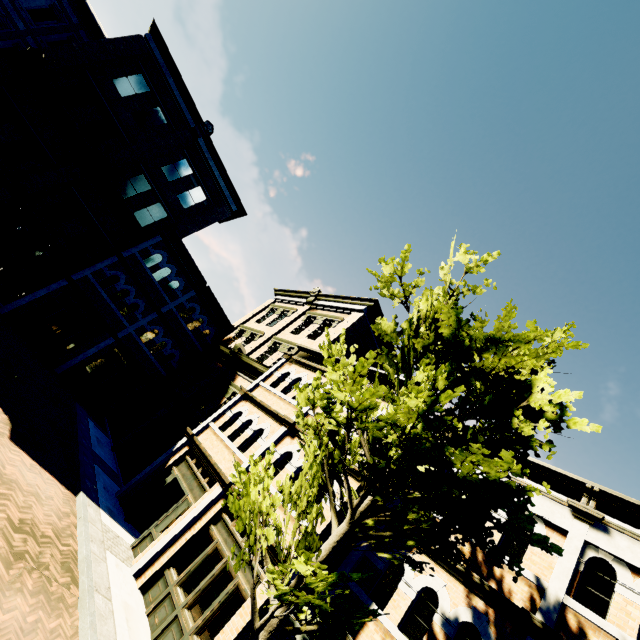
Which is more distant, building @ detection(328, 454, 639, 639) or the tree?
building @ detection(328, 454, 639, 639)

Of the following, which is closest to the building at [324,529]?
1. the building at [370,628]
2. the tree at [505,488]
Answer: the building at [370,628]

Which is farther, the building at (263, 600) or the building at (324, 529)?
the building at (324, 529)

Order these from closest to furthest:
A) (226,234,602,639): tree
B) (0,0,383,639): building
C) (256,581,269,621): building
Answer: (226,234,602,639): tree → (256,581,269,621): building → (0,0,383,639): building

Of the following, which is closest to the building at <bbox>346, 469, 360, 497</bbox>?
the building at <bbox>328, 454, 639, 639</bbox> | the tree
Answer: the building at <bbox>328, 454, 639, 639</bbox>

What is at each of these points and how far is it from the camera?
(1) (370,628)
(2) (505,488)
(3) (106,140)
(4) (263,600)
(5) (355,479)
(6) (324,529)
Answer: (1) building, 7.5m
(2) tree, 4.7m
(3) building, 18.6m
(4) building, 7.4m
(5) building, 9.1m
(6) building, 8.3m

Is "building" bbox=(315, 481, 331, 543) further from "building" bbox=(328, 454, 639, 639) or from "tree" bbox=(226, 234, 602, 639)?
"tree" bbox=(226, 234, 602, 639)
